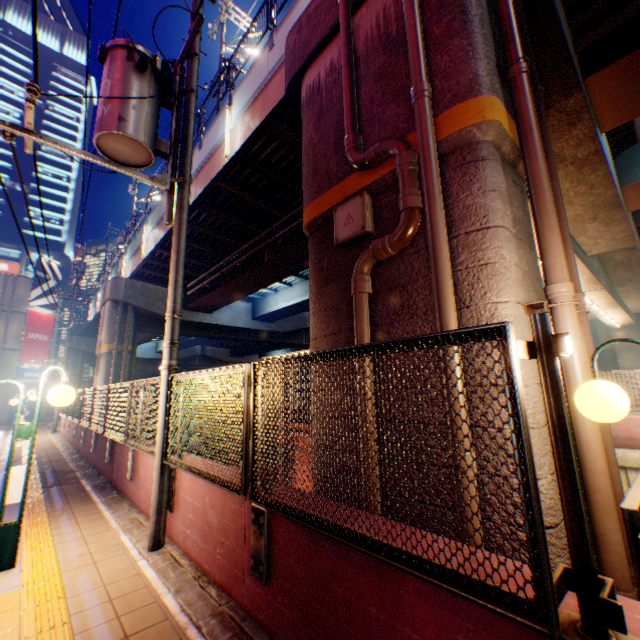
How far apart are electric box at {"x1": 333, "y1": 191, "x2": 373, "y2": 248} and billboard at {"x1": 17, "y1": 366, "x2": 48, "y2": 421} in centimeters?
3195cm

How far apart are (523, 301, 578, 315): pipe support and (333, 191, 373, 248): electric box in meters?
2.1 m

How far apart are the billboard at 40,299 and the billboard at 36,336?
0.17m

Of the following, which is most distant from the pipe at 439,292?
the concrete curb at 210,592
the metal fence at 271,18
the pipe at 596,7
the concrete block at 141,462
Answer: the pipe at 596,7

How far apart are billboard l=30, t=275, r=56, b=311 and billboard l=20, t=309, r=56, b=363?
0.2m

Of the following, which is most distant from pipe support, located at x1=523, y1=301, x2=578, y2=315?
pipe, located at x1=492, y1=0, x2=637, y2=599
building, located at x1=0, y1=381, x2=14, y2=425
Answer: building, located at x1=0, y1=381, x2=14, y2=425

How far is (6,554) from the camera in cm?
382

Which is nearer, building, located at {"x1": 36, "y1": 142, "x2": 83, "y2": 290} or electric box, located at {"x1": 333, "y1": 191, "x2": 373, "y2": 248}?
electric box, located at {"x1": 333, "y1": 191, "x2": 373, "y2": 248}
